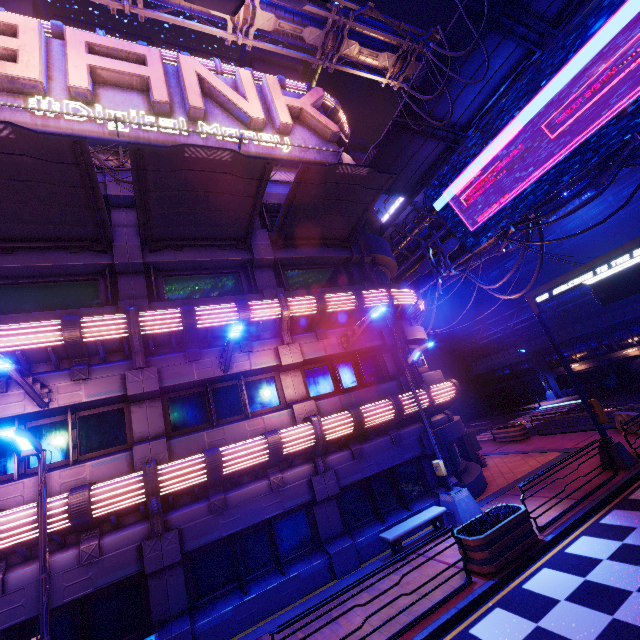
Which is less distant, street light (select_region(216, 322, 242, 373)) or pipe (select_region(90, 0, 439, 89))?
street light (select_region(216, 322, 242, 373))

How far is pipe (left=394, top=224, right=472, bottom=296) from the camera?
18.5 meters

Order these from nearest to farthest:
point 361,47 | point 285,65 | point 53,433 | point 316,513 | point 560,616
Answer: point 560,616 → point 53,433 → point 316,513 → point 361,47 → point 285,65

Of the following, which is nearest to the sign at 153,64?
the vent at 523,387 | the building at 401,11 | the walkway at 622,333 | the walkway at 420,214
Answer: the walkway at 420,214

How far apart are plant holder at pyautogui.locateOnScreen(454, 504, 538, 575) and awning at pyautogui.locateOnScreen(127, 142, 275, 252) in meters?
11.8

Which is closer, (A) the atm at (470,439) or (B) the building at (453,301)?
(A) the atm at (470,439)

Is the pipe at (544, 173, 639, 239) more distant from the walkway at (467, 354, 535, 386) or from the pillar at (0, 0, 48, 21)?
the walkway at (467, 354, 535, 386)

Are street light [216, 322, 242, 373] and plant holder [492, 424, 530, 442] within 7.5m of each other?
no
